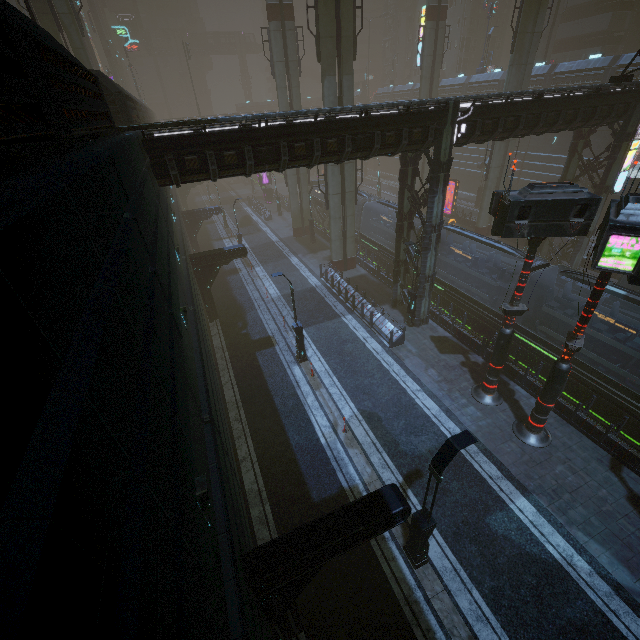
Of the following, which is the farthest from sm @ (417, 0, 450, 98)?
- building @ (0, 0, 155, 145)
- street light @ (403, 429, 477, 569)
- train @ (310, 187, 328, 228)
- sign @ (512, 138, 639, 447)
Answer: sign @ (512, 138, 639, 447)

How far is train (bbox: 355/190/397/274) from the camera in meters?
26.3 m

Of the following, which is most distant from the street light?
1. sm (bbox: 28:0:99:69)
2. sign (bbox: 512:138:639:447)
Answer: sm (bbox: 28:0:99:69)

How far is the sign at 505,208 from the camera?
10.1 meters

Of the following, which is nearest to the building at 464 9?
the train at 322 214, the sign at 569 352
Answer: the train at 322 214

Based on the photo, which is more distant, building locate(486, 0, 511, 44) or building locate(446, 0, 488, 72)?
building locate(486, 0, 511, 44)

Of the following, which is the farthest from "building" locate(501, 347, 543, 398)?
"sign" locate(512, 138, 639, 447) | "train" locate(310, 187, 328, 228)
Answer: "sign" locate(512, 138, 639, 447)

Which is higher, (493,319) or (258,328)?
(493,319)
